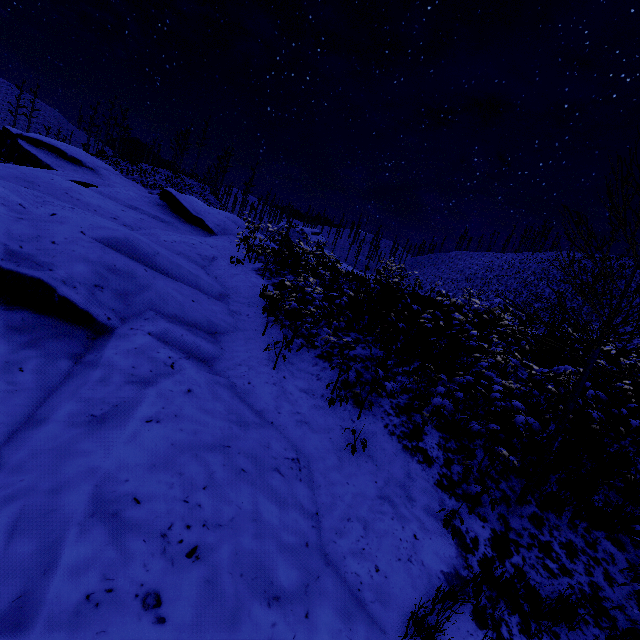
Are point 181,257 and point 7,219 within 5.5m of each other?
yes
